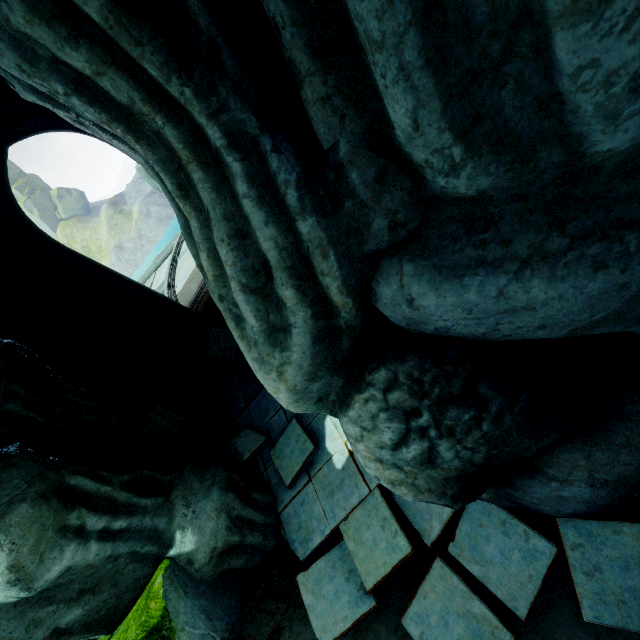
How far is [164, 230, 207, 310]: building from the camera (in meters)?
9.66

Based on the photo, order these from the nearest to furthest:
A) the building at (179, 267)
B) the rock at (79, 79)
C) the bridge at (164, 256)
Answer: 1. the rock at (79, 79)
2. the building at (179, 267)
3. the bridge at (164, 256)

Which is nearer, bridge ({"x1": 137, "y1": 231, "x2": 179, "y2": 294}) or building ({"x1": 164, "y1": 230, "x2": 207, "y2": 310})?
building ({"x1": 164, "y1": 230, "x2": 207, "y2": 310})

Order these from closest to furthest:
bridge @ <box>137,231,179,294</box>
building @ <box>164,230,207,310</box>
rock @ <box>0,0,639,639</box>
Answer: rock @ <box>0,0,639,639</box> → building @ <box>164,230,207,310</box> → bridge @ <box>137,231,179,294</box>

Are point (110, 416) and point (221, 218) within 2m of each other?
no

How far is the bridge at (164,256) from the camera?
14.0m

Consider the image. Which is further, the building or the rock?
the building

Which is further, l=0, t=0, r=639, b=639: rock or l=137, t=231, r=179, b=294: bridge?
l=137, t=231, r=179, b=294: bridge
